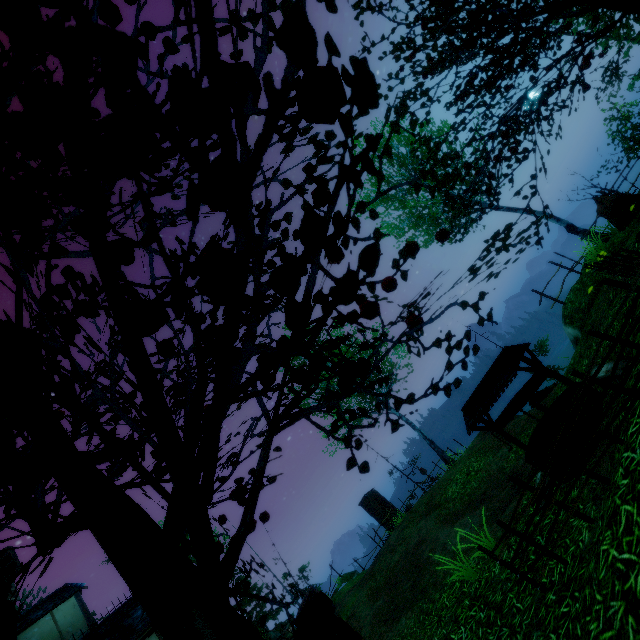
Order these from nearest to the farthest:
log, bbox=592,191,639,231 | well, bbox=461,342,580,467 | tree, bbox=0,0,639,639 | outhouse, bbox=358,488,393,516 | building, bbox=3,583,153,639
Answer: tree, bbox=0,0,639,639 < well, bbox=461,342,580,467 < log, bbox=592,191,639,231 < building, bbox=3,583,153,639 < outhouse, bbox=358,488,393,516

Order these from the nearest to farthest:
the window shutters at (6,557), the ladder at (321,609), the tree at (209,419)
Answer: the tree at (209,419)
the ladder at (321,609)
the window shutters at (6,557)

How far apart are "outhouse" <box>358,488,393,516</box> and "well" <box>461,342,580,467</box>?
20.8 meters

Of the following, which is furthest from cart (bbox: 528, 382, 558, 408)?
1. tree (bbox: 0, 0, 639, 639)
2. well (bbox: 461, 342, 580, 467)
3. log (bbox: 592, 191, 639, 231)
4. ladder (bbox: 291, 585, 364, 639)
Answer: ladder (bbox: 291, 585, 364, 639)

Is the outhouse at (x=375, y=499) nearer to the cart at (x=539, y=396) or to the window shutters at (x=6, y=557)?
the cart at (x=539, y=396)

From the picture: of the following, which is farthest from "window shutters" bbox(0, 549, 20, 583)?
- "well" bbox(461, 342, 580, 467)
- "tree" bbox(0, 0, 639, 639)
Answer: "well" bbox(461, 342, 580, 467)

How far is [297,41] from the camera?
0.6 meters

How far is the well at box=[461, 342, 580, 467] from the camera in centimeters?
504cm
